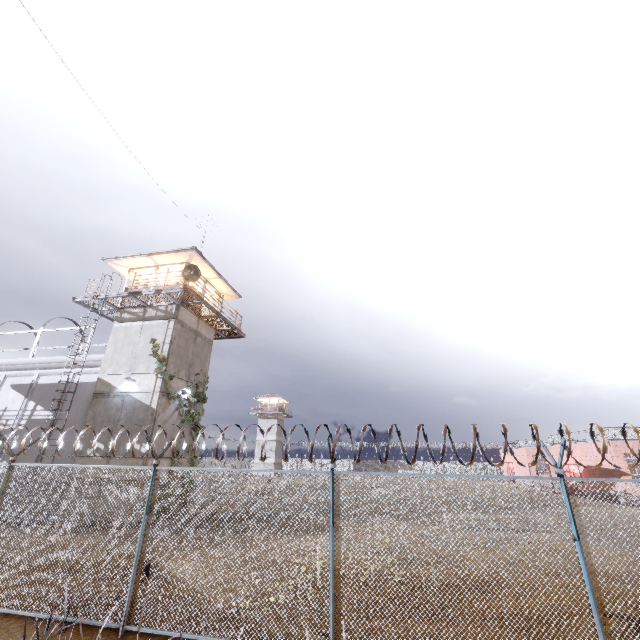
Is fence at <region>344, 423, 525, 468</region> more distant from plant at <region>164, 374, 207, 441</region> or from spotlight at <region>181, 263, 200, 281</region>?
spotlight at <region>181, 263, 200, 281</region>

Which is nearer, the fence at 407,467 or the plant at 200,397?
the fence at 407,467

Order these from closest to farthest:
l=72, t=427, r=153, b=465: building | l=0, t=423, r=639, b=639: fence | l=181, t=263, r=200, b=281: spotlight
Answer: l=0, t=423, r=639, b=639: fence < l=72, t=427, r=153, b=465: building < l=181, t=263, r=200, b=281: spotlight

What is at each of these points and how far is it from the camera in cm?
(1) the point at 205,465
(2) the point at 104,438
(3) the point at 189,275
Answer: (1) fence, 5862
(2) building, 1564
(3) spotlight, 1661

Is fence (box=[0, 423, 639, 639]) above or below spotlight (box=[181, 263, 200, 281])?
below

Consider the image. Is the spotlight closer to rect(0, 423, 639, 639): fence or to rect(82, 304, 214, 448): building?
rect(82, 304, 214, 448): building

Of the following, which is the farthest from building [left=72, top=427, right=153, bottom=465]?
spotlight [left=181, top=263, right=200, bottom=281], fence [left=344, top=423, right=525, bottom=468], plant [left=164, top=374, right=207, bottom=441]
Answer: fence [left=344, top=423, right=525, bottom=468]

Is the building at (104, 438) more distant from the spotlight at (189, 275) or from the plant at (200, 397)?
the spotlight at (189, 275)
